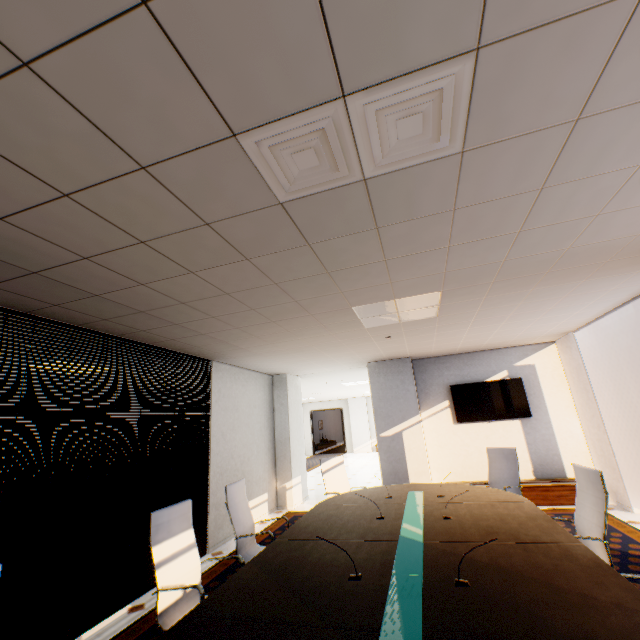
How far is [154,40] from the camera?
1.06m

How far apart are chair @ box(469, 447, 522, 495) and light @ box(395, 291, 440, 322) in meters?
2.4 m

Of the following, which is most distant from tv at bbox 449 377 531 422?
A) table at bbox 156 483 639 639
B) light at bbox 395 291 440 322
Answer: light at bbox 395 291 440 322

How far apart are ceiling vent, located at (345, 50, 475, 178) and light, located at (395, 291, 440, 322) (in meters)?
2.02

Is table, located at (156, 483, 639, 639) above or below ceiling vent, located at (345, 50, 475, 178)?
below

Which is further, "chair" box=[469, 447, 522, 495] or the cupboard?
the cupboard

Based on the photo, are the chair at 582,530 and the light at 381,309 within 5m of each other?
yes

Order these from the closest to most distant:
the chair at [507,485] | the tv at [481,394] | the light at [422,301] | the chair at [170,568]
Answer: the chair at [170,568]
the light at [422,301]
the chair at [507,485]
the tv at [481,394]
